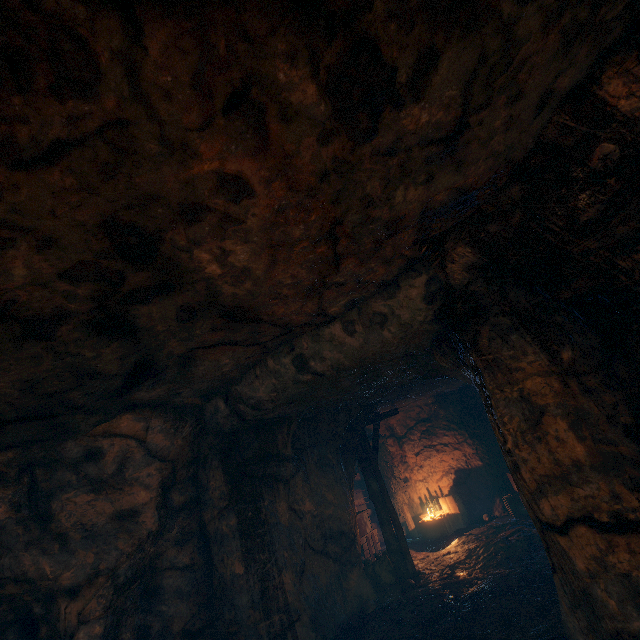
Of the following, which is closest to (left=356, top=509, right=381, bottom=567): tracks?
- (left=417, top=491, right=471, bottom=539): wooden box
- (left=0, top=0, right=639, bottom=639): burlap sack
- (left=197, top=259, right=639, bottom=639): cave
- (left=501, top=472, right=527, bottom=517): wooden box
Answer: (left=197, top=259, right=639, bottom=639): cave

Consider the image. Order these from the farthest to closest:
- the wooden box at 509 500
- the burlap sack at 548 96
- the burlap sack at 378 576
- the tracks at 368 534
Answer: the tracks at 368 534 → the wooden box at 509 500 → the burlap sack at 378 576 → the burlap sack at 548 96

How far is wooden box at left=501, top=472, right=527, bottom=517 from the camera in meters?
10.3

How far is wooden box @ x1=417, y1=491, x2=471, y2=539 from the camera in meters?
11.5 m

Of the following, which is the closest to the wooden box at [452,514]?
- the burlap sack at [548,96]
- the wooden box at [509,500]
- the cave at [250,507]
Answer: the cave at [250,507]

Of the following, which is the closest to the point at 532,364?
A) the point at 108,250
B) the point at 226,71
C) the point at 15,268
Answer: the point at 226,71

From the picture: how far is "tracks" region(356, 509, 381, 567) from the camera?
11.21m

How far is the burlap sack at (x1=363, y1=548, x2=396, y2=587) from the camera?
8.5 meters
